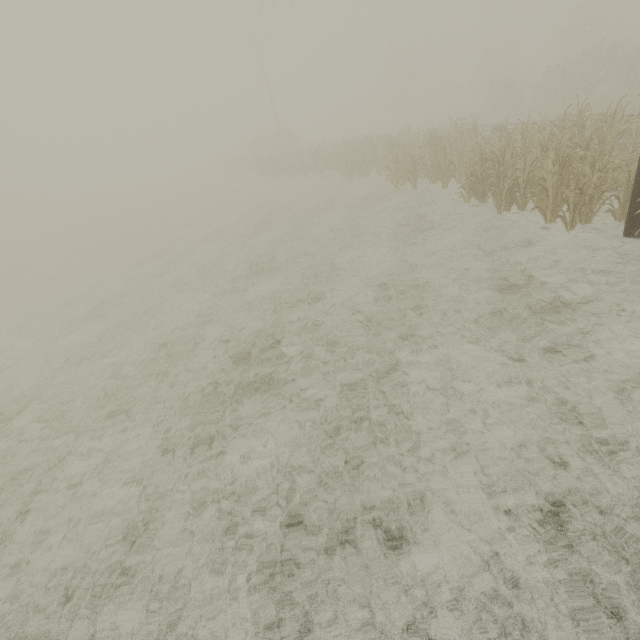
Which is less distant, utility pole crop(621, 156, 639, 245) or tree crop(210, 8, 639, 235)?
utility pole crop(621, 156, 639, 245)

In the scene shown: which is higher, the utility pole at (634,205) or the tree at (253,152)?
the tree at (253,152)

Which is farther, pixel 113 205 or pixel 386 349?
pixel 113 205

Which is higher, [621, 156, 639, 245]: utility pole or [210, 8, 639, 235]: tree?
[210, 8, 639, 235]: tree

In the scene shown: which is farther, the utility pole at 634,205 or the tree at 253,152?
the tree at 253,152
